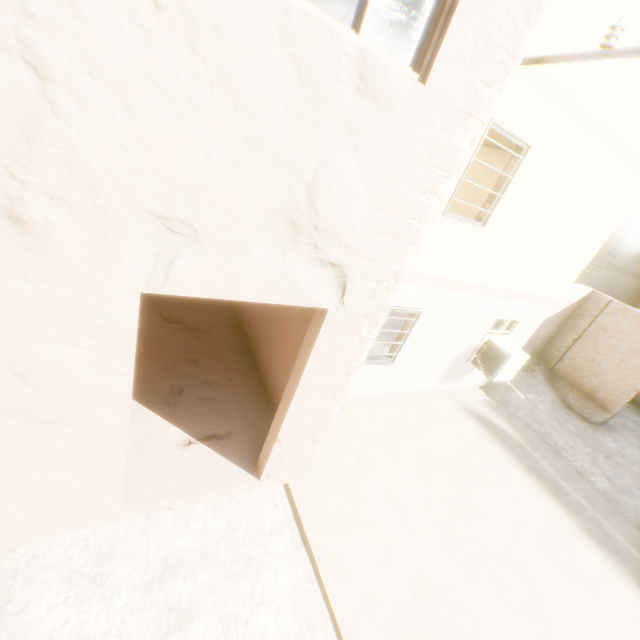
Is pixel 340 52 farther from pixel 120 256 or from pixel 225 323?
pixel 225 323
